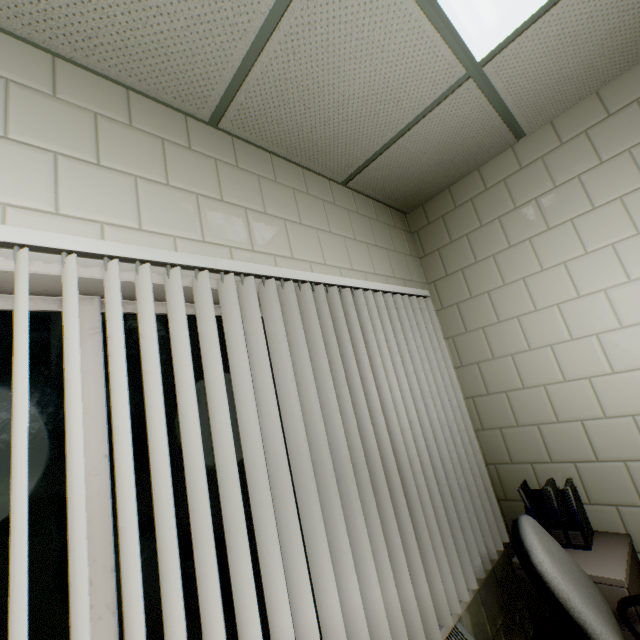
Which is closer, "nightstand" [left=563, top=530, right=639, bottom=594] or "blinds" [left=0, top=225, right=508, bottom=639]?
"blinds" [left=0, top=225, right=508, bottom=639]

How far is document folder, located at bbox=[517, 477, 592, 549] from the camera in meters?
1.9

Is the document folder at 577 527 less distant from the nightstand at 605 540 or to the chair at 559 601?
the nightstand at 605 540

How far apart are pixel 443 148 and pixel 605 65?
0.9m

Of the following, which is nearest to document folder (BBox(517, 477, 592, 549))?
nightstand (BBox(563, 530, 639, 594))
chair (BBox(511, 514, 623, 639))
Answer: nightstand (BBox(563, 530, 639, 594))

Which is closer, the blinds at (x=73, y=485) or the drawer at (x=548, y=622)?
the blinds at (x=73, y=485)

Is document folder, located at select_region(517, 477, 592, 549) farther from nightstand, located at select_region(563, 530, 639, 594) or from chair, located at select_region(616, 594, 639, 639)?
chair, located at select_region(616, 594, 639, 639)

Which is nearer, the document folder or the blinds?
the blinds
